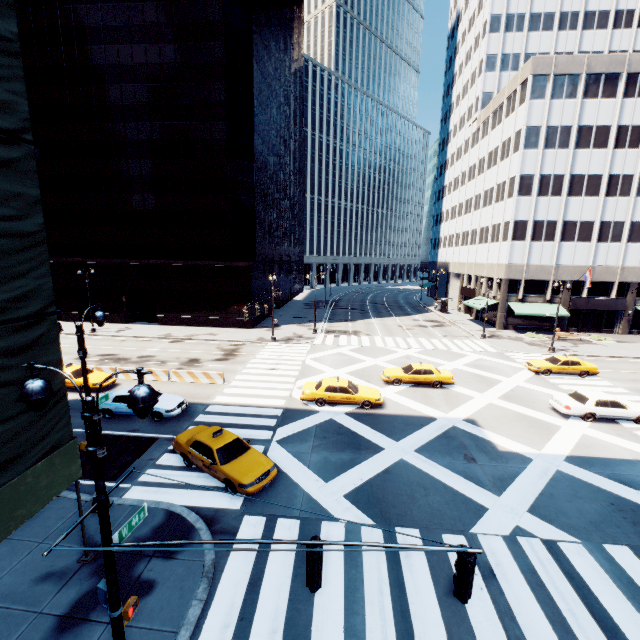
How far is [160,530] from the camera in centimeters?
1099cm

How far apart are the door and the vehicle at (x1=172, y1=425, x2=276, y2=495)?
47.78m

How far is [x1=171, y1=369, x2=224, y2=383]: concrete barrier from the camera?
23.78m

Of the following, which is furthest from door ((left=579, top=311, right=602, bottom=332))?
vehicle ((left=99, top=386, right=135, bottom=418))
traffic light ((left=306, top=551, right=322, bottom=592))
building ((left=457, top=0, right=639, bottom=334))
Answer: traffic light ((left=306, top=551, right=322, bottom=592))

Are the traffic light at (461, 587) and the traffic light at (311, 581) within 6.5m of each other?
yes

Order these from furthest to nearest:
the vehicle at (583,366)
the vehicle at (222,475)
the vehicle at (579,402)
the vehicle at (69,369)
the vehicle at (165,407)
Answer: the vehicle at (583,366) → the vehicle at (69,369) → the vehicle at (579,402) → the vehicle at (165,407) → the vehicle at (222,475)

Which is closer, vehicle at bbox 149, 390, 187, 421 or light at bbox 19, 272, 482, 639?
light at bbox 19, 272, 482, 639

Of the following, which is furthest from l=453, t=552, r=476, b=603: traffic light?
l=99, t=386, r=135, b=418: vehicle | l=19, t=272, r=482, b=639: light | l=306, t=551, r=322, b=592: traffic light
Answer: l=99, t=386, r=135, b=418: vehicle
